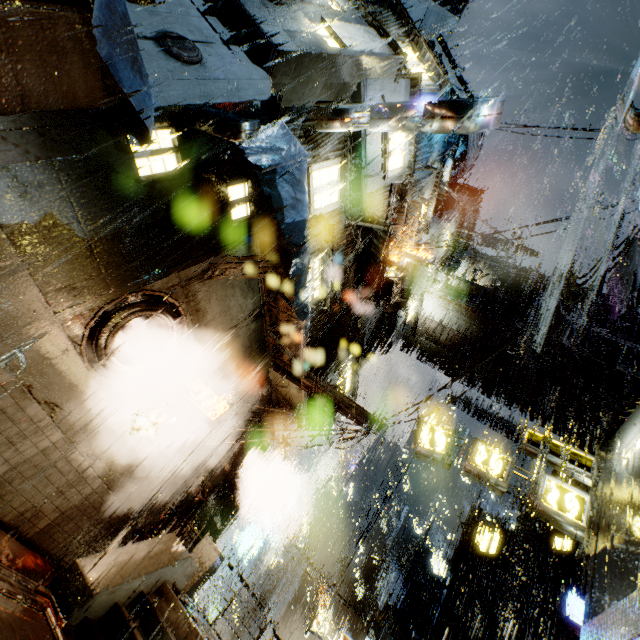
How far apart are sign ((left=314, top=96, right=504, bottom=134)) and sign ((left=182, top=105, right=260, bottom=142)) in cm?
453

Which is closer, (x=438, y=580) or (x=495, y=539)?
(x=495, y=539)

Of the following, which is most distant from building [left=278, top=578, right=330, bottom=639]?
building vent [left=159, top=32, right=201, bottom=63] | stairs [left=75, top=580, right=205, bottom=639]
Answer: stairs [left=75, top=580, right=205, bottom=639]

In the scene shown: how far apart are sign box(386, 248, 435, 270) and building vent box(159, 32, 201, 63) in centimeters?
1210cm

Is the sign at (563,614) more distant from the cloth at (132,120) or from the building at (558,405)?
the cloth at (132,120)

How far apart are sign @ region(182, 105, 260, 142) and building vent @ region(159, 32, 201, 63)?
1.4m

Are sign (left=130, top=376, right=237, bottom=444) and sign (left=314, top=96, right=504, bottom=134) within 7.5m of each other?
no

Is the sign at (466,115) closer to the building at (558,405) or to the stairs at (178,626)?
the building at (558,405)
